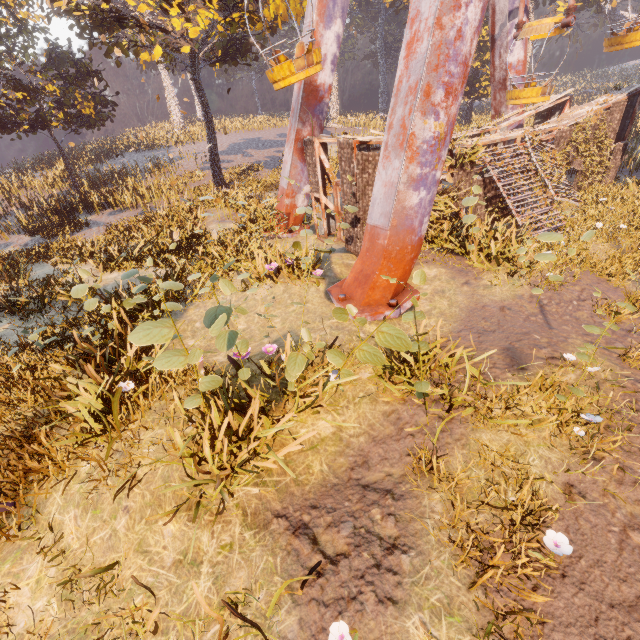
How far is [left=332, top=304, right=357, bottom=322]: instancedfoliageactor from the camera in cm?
454

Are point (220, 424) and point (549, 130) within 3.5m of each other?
no

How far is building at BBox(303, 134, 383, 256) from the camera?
9.8 meters

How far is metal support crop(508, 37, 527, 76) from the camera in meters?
15.6 m

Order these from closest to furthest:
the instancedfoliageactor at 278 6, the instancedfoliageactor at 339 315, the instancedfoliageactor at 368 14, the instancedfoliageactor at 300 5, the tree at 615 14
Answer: the instancedfoliageactor at 339 315 < the instancedfoliageactor at 278 6 < the instancedfoliageactor at 300 5 < the tree at 615 14 < the instancedfoliageactor at 368 14

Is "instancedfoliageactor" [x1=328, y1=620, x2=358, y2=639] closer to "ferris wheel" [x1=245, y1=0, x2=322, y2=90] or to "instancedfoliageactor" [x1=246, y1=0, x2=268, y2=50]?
"instancedfoliageactor" [x1=246, y1=0, x2=268, y2=50]

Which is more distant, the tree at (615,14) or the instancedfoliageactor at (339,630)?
the tree at (615,14)

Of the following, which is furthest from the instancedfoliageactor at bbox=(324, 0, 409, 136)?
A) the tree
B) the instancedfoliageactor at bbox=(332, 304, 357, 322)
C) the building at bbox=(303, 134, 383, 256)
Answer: the instancedfoliageactor at bbox=(332, 304, 357, 322)
